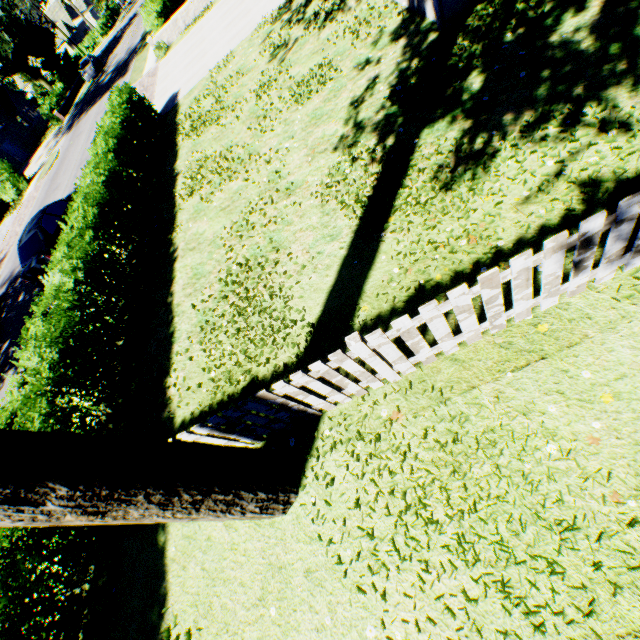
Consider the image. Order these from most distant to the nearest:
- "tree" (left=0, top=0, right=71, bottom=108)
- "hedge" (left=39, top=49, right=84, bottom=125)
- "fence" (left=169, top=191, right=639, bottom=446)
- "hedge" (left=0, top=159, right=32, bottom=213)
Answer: "hedge" (left=39, top=49, right=84, bottom=125) < "tree" (left=0, top=0, right=71, bottom=108) < "hedge" (left=0, top=159, right=32, bottom=213) < "fence" (left=169, top=191, right=639, bottom=446)

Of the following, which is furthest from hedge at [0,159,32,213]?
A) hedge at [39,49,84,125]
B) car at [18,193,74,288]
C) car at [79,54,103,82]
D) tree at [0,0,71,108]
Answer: hedge at [39,49,84,125]

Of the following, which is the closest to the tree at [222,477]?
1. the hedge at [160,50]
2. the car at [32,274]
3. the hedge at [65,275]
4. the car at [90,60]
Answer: the hedge at [65,275]

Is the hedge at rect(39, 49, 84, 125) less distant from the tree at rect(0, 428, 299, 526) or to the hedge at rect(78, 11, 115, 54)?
the tree at rect(0, 428, 299, 526)

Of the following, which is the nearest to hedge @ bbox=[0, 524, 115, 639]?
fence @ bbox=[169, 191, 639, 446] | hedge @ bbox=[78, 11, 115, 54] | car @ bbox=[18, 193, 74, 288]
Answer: fence @ bbox=[169, 191, 639, 446]

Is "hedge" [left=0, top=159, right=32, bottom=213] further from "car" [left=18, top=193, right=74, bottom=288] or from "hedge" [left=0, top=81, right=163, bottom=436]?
"hedge" [left=0, top=81, right=163, bottom=436]

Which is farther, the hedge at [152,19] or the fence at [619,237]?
the hedge at [152,19]

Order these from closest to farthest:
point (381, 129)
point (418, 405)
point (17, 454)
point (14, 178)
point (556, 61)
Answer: point (17, 454) → point (418, 405) → point (556, 61) → point (381, 129) → point (14, 178)
